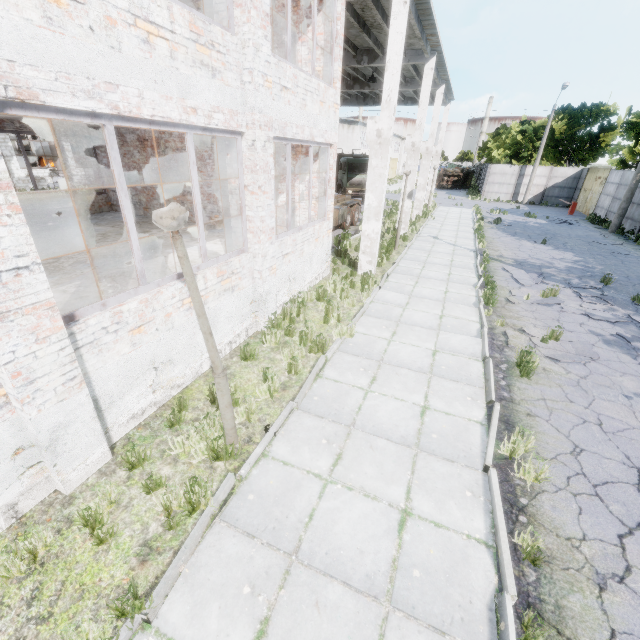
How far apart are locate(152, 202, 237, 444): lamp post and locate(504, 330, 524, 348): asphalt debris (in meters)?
6.35

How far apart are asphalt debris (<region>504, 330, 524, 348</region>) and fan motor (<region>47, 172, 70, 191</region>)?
35.3 meters

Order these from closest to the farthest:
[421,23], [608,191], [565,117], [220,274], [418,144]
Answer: [220,274] < [421,23] < [418,144] < [608,191] < [565,117]

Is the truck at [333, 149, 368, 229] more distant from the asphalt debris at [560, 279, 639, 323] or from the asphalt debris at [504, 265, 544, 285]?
the asphalt debris at [560, 279, 639, 323]

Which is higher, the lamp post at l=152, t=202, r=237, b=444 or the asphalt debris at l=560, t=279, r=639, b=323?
the lamp post at l=152, t=202, r=237, b=444

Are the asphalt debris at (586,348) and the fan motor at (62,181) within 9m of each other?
no

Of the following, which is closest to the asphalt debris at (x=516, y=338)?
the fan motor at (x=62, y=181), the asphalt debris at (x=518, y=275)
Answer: the asphalt debris at (x=518, y=275)

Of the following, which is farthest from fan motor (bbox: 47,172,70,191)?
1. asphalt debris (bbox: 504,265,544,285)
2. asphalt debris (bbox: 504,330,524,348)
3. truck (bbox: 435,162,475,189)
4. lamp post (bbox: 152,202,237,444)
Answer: truck (bbox: 435,162,475,189)
